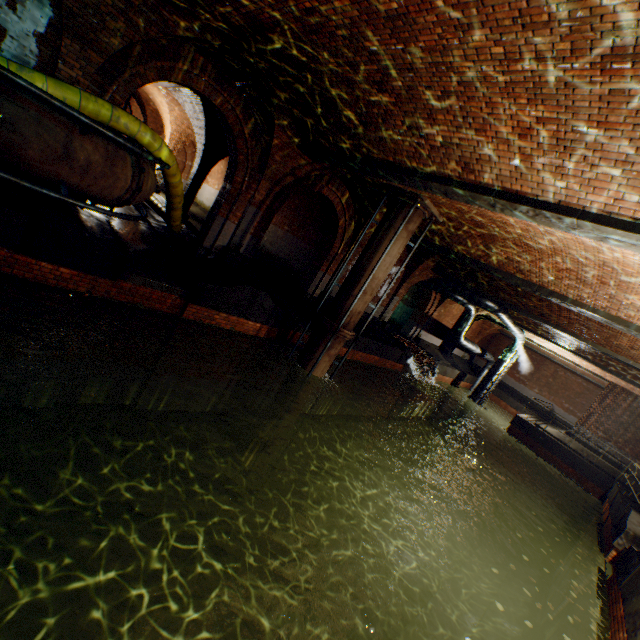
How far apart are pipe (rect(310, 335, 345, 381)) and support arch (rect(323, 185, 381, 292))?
3.8 meters

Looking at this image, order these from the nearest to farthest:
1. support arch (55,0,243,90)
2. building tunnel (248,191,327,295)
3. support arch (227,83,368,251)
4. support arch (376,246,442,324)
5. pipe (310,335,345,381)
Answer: support arch (55,0,243,90) < support arch (227,83,368,251) < pipe (310,335,345,381) < building tunnel (248,191,327,295) < support arch (376,246,442,324)

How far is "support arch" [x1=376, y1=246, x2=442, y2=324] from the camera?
15.5 meters

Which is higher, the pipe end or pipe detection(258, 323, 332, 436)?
the pipe end

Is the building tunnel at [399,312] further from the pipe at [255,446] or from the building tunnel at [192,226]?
the pipe at [255,446]

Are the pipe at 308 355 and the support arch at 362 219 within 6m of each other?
yes

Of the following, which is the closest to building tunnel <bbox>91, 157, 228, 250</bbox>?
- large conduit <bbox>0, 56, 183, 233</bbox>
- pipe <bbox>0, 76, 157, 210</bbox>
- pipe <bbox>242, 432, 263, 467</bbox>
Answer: large conduit <bbox>0, 56, 183, 233</bbox>

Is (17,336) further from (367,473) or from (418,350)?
(418,350)
